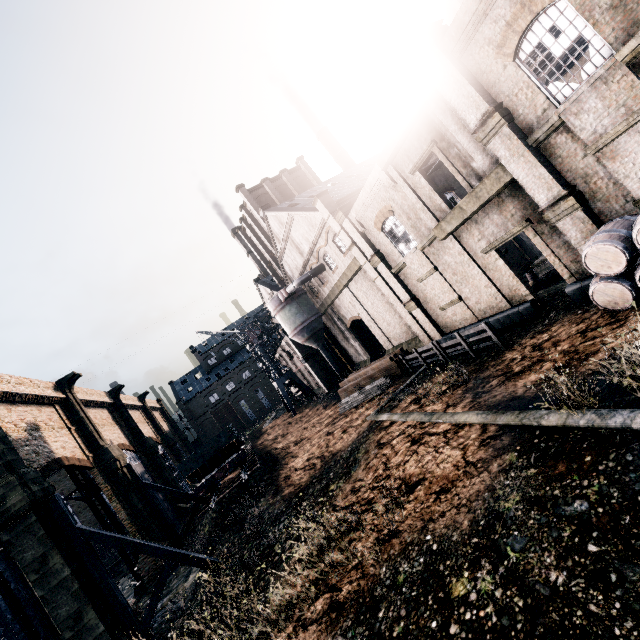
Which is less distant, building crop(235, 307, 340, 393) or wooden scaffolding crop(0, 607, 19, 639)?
wooden scaffolding crop(0, 607, 19, 639)

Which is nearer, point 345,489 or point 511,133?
point 511,133

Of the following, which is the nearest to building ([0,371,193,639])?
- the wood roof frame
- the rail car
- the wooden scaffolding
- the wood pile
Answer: the wood roof frame

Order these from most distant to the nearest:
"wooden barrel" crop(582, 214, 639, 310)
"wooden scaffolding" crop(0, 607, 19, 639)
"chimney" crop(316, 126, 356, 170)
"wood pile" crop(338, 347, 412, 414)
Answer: "chimney" crop(316, 126, 356, 170)
"wood pile" crop(338, 347, 412, 414)
"wooden scaffolding" crop(0, 607, 19, 639)
"wooden barrel" crop(582, 214, 639, 310)

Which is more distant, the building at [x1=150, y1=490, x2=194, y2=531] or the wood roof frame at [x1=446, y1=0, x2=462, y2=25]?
the building at [x1=150, y1=490, x2=194, y2=531]

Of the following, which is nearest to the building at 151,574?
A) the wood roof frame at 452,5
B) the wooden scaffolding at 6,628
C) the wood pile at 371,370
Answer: the wood roof frame at 452,5

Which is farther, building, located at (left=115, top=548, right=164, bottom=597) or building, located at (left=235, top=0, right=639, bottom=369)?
building, located at (left=115, top=548, right=164, bottom=597)

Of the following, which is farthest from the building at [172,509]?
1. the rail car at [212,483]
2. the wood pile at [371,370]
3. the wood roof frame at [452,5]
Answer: the rail car at [212,483]
